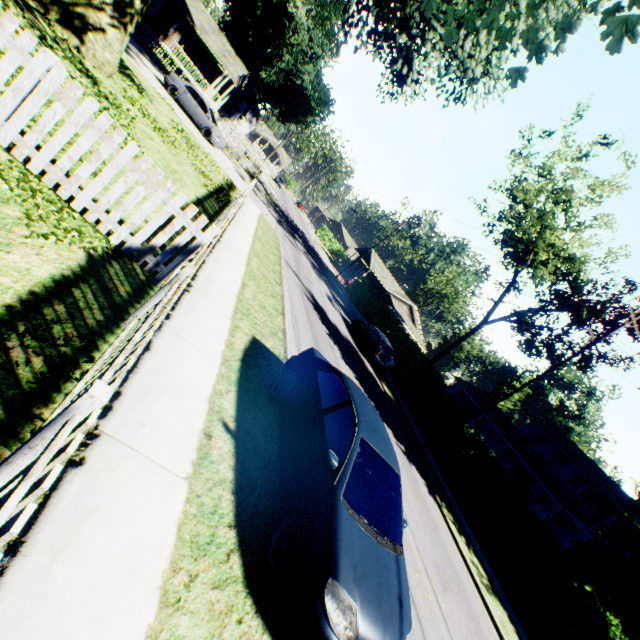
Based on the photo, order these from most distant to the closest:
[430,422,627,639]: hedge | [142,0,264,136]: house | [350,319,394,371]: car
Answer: [142,0,264,136]: house
[350,319,394,371]: car
[430,422,627,639]: hedge

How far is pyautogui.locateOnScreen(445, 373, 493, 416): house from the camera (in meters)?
36.75

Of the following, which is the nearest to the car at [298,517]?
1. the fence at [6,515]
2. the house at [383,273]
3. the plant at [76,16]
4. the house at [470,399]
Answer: the fence at [6,515]

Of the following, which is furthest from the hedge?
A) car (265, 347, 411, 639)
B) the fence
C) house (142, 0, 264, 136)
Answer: house (142, 0, 264, 136)

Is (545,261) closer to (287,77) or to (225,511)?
(225,511)

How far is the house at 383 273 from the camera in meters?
51.2

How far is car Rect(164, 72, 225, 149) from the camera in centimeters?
2053cm

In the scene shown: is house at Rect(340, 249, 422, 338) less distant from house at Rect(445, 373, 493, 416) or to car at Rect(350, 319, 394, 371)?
house at Rect(445, 373, 493, 416)
